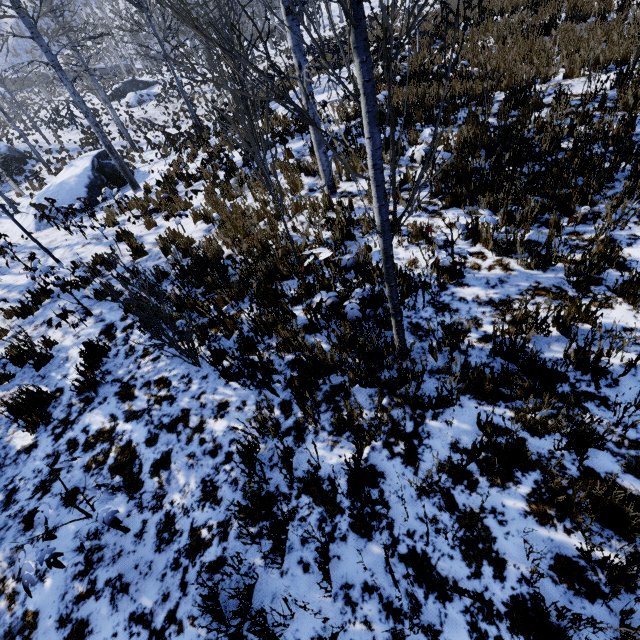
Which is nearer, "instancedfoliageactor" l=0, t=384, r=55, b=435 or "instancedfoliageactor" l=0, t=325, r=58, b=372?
"instancedfoliageactor" l=0, t=384, r=55, b=435

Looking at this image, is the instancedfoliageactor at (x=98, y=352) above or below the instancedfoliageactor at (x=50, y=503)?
below

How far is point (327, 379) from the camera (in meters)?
3.24

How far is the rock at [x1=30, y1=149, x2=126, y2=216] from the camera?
13.79m

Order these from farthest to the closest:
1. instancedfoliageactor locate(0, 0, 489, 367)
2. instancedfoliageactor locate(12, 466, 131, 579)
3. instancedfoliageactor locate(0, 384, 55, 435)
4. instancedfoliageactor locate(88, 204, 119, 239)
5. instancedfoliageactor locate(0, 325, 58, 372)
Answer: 1. instancedfoliageactor locate(88, 204, 119, 239)
2. instancedfoliageactor locate(0, 325, 58, 372)
3. instancedfoliageactor locate(0, 384, 55, 435)
4. instancedfoliageactor locate(12, 466, 131, 579)
5. instancedfoliageactor locate(0, 0, 489, 367)

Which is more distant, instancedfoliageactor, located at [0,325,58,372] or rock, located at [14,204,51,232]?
rock, located at [14,204,51,232]

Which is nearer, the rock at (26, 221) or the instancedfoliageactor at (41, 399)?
the instancedfoliageactor at (41, 399)
